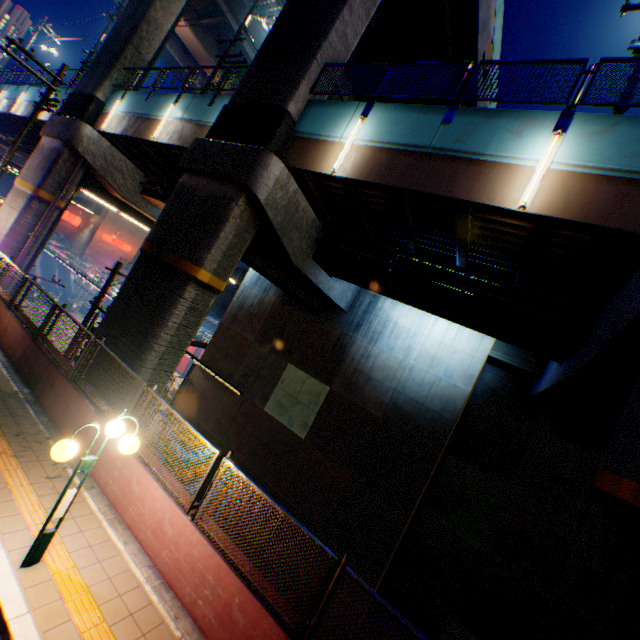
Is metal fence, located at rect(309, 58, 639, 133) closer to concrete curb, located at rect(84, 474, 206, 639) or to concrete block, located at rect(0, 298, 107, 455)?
concrete block, located at rect(0, 298, 107, 455)

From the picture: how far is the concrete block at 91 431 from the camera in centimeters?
706cm

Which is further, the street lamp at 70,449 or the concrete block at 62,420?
the concrete block at 62,420

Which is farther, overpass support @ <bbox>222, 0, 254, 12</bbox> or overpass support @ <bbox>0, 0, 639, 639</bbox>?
overpass support @ <bbox>222, 0, 254, 12</bbox>

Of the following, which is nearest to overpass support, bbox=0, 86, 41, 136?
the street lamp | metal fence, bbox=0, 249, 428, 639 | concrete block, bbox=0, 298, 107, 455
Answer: metal fence, bbox=0, 249, 428, 639

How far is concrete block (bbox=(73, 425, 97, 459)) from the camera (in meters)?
7.06

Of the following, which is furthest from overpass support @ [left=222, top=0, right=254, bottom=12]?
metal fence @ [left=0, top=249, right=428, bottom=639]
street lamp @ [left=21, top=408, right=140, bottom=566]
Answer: street lamp @ [left=21, top=408, right=140, bottom=566]

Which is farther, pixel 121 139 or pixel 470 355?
pixel 121 139
